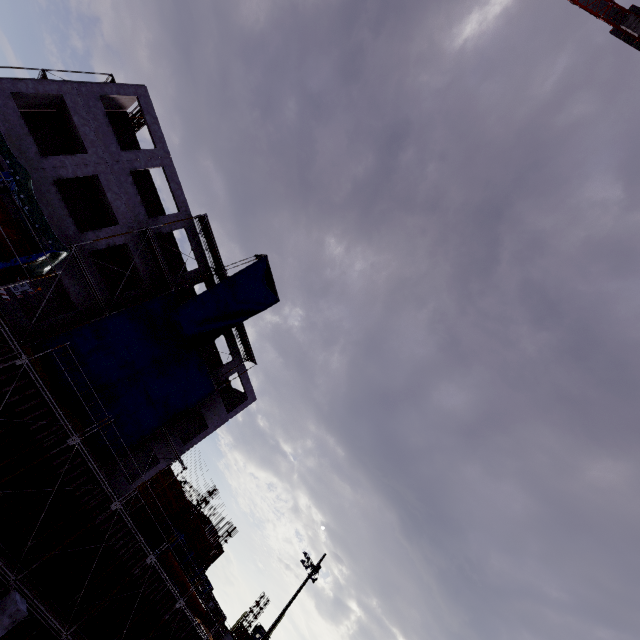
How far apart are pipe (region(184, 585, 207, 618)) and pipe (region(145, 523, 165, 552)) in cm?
28

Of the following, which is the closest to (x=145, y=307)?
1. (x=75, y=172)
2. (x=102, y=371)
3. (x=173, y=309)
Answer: (x=173, y=309)

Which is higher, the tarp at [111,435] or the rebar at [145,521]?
the tarp at [111,435]

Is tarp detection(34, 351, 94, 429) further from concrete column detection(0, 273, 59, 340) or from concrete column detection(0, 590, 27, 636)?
concrete column detection(0, 590, 27, 636)

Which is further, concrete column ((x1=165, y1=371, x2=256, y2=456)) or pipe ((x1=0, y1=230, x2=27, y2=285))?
concrete column ((x1=165, y1=371, x2=256, y2=456))

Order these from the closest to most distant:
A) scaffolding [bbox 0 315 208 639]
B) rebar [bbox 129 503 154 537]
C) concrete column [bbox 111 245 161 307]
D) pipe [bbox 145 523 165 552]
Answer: scaffolding [bbox 0 315 208 639]
concrete column [bbox 111 245 161 307]
pipe [bbox 145 523 165 552]
rebar [bbox 129 503 154 537]

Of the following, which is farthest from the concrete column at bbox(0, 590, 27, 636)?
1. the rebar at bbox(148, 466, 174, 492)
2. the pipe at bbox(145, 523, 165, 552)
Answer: the pipe at bbox(145, 523, 165, 552)

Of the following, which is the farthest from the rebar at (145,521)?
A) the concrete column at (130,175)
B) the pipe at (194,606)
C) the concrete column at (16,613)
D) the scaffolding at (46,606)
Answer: the concrete column at (16,613)
